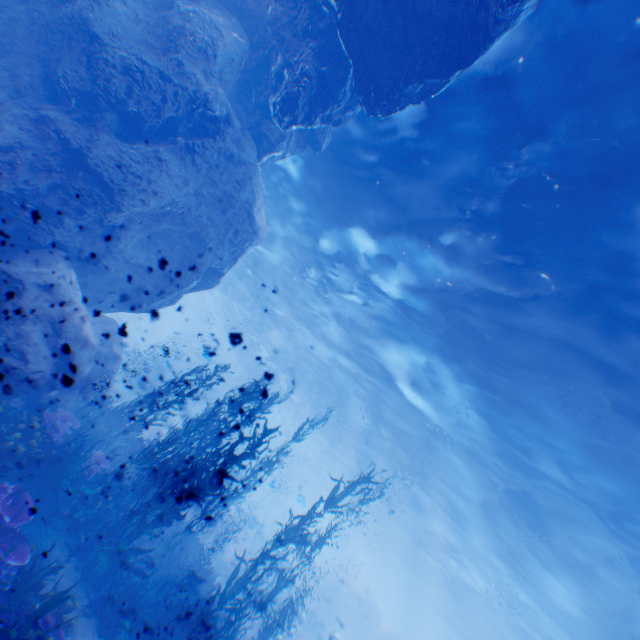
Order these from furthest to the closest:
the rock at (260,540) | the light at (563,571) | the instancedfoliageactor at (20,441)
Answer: the rock at (260,540), the light at (563,571), the instancedfoliageactor at (20,441)

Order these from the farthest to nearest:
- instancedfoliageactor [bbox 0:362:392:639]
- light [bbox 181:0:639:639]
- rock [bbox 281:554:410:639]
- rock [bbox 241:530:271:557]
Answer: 1. rock [bbox 281:554:410:639]
2. rock [bbox 241:530:271:557]
3. light [bbox 181:0:639:639]
4. instancedfoliageactor [bbox 0:362:392:639]

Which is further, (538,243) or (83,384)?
(83,384)

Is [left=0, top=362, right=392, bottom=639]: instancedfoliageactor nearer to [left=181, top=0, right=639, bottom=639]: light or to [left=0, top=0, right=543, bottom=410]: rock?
[left=0, top=0, right=543, bottom=410]: rock

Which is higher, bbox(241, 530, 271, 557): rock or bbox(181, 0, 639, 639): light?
bbox(181, 0, 639, 639): light

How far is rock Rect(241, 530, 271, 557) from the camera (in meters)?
23.78

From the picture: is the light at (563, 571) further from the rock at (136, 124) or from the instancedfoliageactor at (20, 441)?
the instancedfoliageactor at (20, 441)
